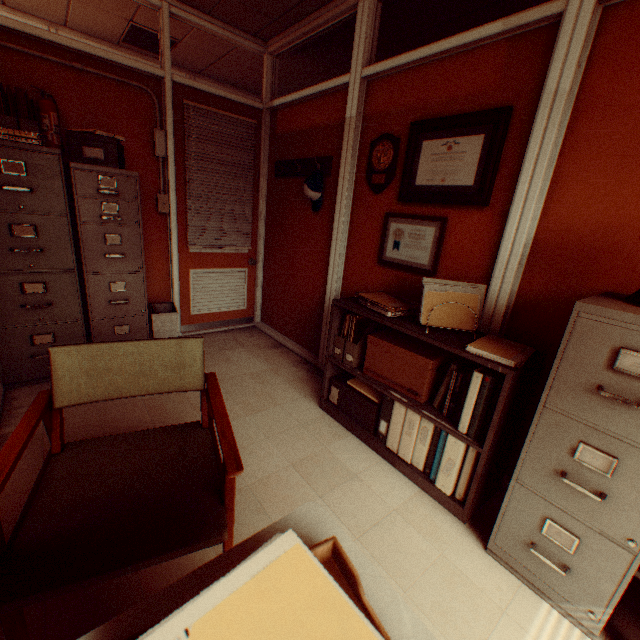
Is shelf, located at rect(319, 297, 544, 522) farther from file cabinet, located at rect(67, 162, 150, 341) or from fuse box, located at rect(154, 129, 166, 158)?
fuse box, located at rect(154, 129, 166, 158)

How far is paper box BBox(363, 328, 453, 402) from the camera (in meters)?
2.19

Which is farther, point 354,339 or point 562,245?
point 354,339

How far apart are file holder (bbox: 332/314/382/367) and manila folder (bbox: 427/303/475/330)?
0.5m

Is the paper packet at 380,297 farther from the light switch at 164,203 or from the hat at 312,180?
the light switch at 164,203

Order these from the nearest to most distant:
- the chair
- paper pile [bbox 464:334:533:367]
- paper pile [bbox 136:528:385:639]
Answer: paper pile [bbox 136:528:385:639]
the chair
paper pile [bbox 464:334:533:367]

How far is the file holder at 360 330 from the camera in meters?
2.6

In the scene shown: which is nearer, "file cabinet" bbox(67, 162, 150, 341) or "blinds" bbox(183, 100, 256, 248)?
"file cabinet" bbox(67, 162, 150, 341)
